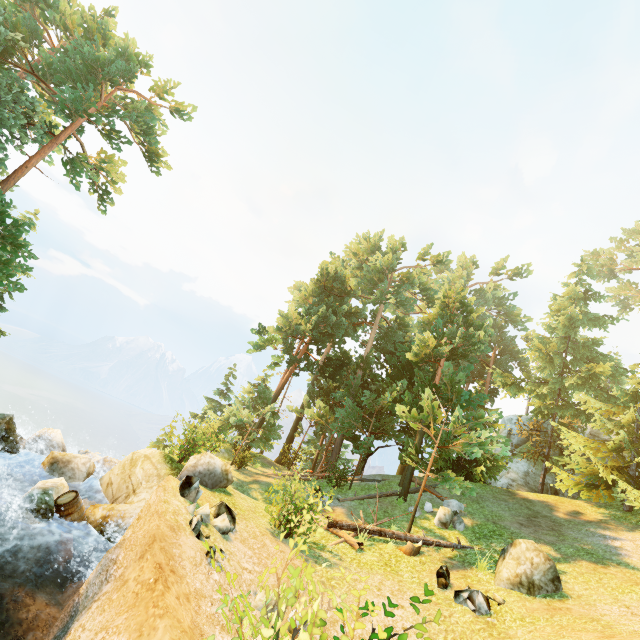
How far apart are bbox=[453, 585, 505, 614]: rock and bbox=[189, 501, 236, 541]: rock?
7.05m

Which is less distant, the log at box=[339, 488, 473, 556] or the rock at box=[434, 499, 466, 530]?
the log at box=[339, 488, 473, 556]

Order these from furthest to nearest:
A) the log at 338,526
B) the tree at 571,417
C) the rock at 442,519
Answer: the tree at 571,417 < the rock at 442,519 < the log at 338,526

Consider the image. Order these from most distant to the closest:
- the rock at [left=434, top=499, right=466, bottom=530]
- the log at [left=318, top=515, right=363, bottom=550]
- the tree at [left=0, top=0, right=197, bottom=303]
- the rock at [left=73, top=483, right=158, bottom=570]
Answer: the tree at [left=0, top=0, right=197, bottom=303]
the rock at [left=434, top=499, right=466, bottom=530]
the log at [left=318, top=515, right=363, bottom=550]
the rock at [left=73, top=483, right=158, bottom=570]

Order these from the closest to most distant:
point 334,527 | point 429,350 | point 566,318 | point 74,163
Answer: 1. point 334,527
2. point 429,350
3. point 74,163
4. point 566,318

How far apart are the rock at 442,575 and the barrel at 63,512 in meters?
11.7

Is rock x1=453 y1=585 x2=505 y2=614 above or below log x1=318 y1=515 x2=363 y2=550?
above

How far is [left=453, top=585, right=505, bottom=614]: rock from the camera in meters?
9.2
